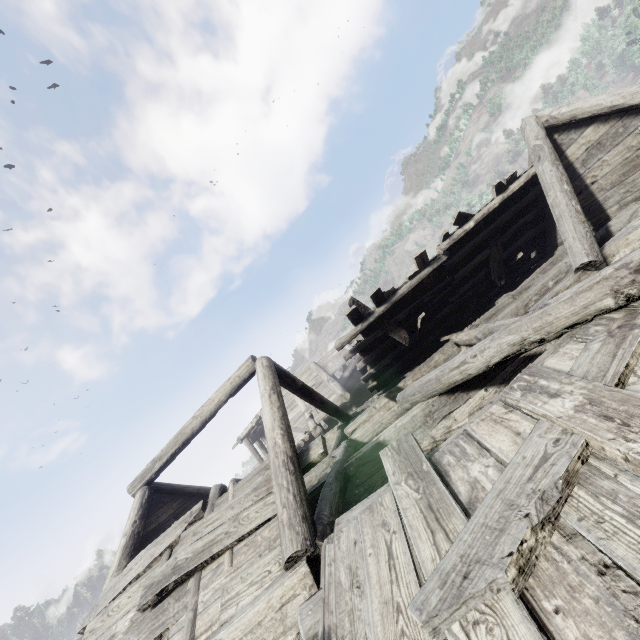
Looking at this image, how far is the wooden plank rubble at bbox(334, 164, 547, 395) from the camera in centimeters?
871cm

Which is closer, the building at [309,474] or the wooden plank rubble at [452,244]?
the building at [309,474]

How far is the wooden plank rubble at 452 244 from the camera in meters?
8.7 m

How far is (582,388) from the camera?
2.6m

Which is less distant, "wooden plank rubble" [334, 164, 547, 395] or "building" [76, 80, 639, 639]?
"building" [76, 80, 639, 639]
